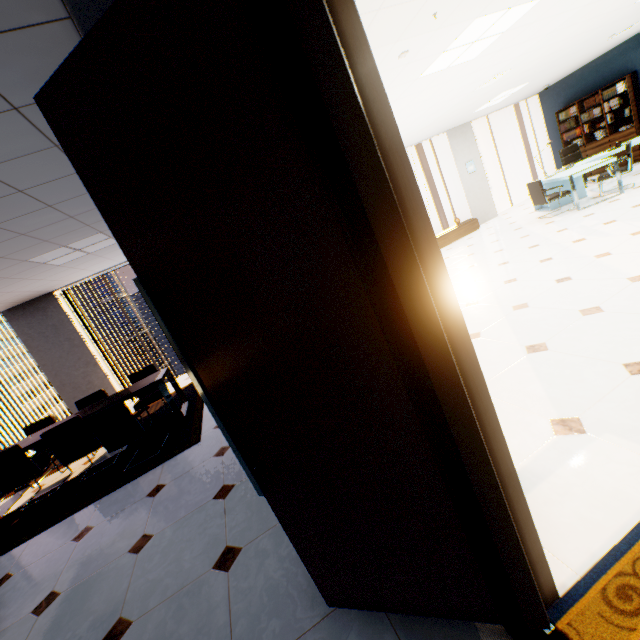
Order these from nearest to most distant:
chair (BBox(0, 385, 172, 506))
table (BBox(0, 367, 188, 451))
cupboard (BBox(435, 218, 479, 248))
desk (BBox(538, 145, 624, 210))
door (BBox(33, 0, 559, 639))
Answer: door (BBox(33, 0, 559, 639)) < chair (BBox(0, 385, 172, 506)) < table (BBox(0, 367, 188, 451)) < desk (BBox(538, 145, 624, 210)) < cupboard (BBox(435, 218, 479, 248))

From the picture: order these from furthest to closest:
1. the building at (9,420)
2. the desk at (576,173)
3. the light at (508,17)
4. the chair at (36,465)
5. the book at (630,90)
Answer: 1. the building at (9,420)
2. the book at (630,90)
3. the desk at (576,173)
4. the chair at (36,465)
5. the light at (508,17)

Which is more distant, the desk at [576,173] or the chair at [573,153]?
the chair at [573,153]

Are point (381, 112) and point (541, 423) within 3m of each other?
yes

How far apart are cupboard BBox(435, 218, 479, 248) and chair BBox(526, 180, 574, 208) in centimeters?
200cm

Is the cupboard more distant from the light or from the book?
the light

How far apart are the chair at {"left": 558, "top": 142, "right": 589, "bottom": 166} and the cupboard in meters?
2.5 m

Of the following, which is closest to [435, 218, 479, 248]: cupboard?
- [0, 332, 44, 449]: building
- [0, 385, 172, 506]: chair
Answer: [0, 385, 172, 506]: chair
